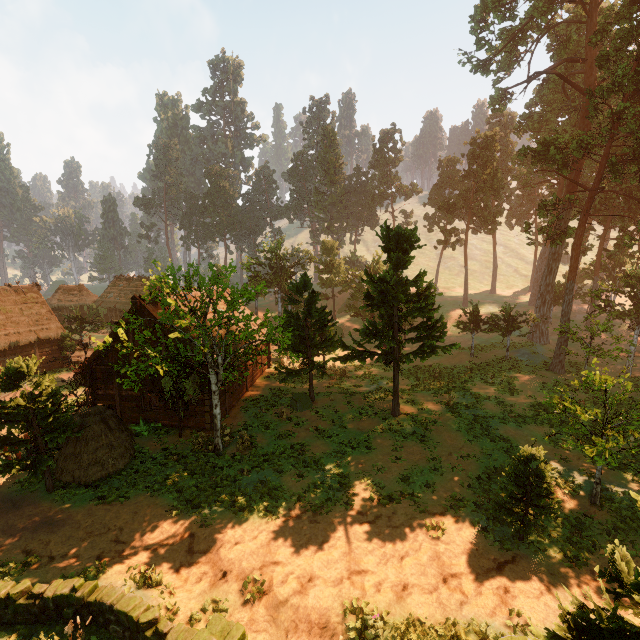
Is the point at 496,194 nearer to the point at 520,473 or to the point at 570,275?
the point at 570,275

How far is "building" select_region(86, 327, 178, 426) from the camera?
19.23m

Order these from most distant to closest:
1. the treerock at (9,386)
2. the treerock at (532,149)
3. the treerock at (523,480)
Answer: the treerock at (532,149)
the treerock at (9,386)
the treerock at (523,480)

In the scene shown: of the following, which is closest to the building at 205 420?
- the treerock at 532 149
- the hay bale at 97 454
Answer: the treerock at 532 149

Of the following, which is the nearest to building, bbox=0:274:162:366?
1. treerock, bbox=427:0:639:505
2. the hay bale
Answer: treerock, bbox=427:0:639:505
